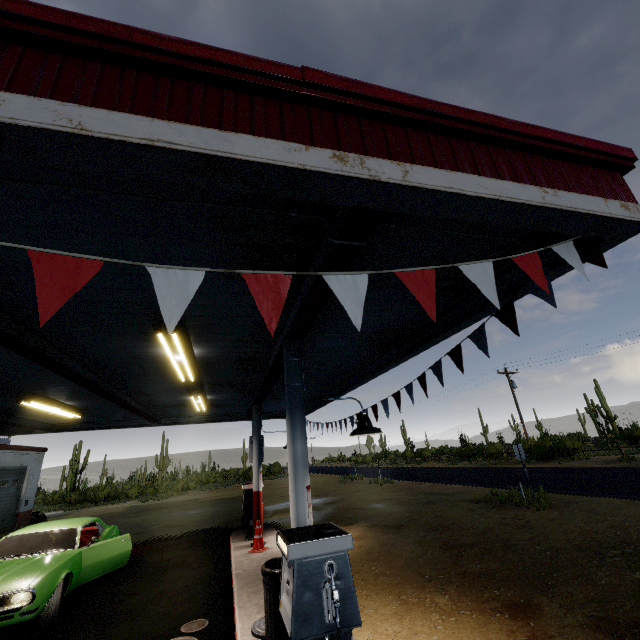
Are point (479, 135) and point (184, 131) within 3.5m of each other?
yes

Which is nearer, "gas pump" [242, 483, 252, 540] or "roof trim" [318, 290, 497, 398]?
"roof trim" [318, 290, 497, 398]

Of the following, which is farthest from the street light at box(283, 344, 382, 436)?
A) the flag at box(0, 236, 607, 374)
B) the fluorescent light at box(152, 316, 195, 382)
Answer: the fluorescent light at box(152, 316, 195, 382)

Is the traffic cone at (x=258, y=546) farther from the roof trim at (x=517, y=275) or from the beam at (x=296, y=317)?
the roof trim at (x=517, y=275)

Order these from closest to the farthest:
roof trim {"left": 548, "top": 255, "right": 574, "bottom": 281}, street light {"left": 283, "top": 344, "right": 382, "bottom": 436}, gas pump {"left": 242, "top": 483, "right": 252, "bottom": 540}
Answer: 1. roof trim {"left": 548, "top": 255, "right": 574, "bottom": 281}
2. street light {"left": 283, "top": 344, "right": 382, "bottom": 436}
3. gas pump {"left": 242, "top": 483, "right": 252, "bottom": 540}

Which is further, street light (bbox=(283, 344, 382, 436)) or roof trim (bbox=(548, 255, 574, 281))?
street light (bbox=(283, 344, 382, 436))

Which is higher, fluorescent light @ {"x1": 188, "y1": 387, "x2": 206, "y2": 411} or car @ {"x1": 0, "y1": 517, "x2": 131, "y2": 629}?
fluorescent light @ {"x1": 188, "y1": 387, "x2": 206, "y2": 411}

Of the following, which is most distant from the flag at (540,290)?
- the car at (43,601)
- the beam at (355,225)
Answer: the car at (43,601)
